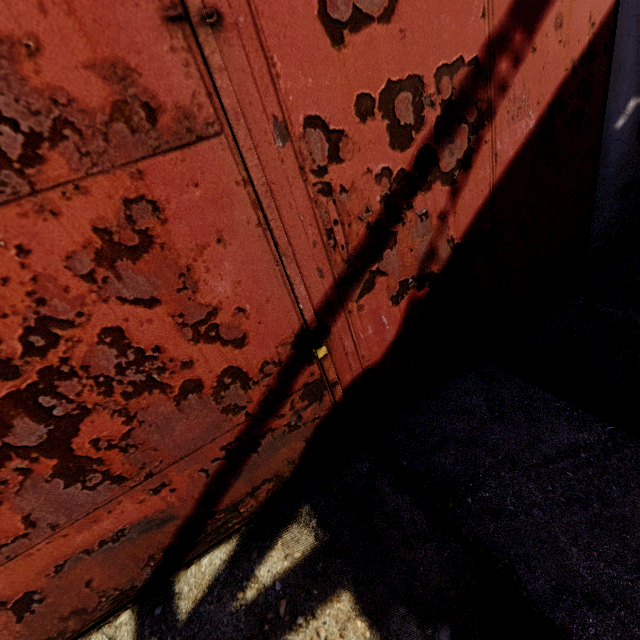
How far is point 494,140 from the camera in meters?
1.3 m
